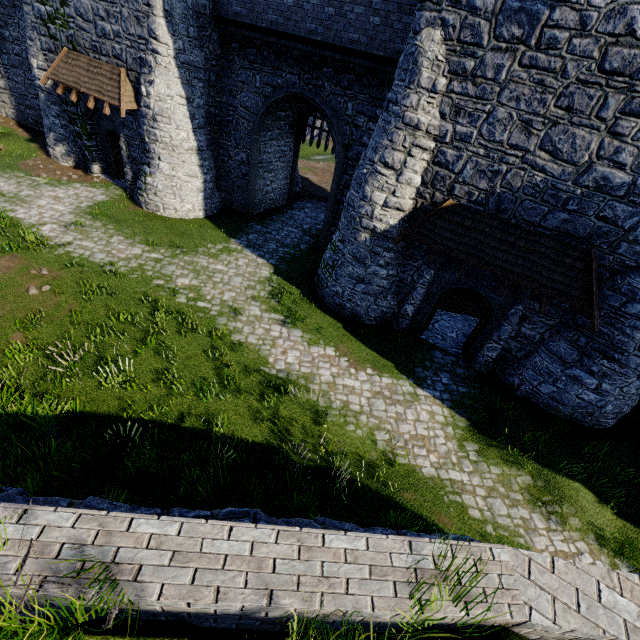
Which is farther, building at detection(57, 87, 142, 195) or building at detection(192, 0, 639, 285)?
building at detection(57, 87, 142, 195)

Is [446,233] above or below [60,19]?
below

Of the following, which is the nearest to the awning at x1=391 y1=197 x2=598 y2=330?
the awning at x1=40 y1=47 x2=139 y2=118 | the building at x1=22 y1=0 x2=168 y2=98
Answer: the building at x1=22 y1=0 x2=168 y2=98

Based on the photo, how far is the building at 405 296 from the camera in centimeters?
1147cm

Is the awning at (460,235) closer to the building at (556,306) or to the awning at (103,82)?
the building at (556,306)

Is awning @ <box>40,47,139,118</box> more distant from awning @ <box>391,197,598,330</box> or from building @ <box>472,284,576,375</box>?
awning @ <box>391,197,598,330</box>
